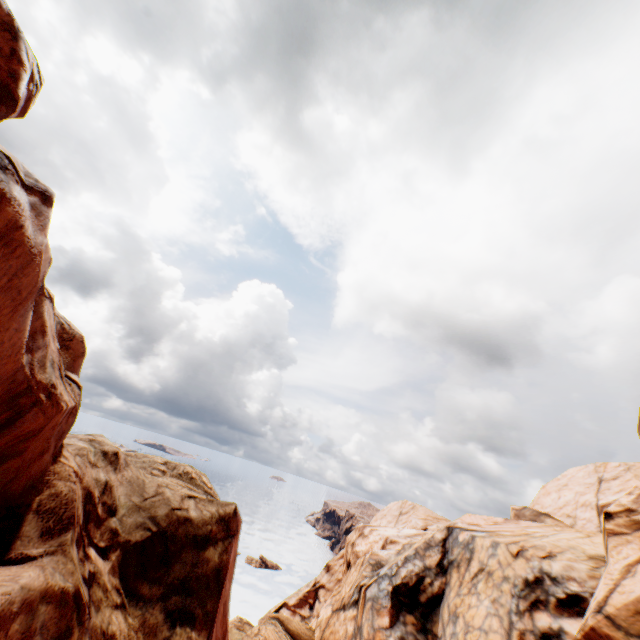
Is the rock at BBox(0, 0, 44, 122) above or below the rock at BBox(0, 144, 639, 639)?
above

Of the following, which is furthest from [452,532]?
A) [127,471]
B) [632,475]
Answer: [632,475]

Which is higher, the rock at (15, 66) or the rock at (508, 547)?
the rock at (15, 66)

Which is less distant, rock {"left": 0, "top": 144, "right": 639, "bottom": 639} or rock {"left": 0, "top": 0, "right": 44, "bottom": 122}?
rock {"left": 0, "top": 0, "right": 44, "bottom": 122}

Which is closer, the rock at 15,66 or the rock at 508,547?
the rock at 15,66
